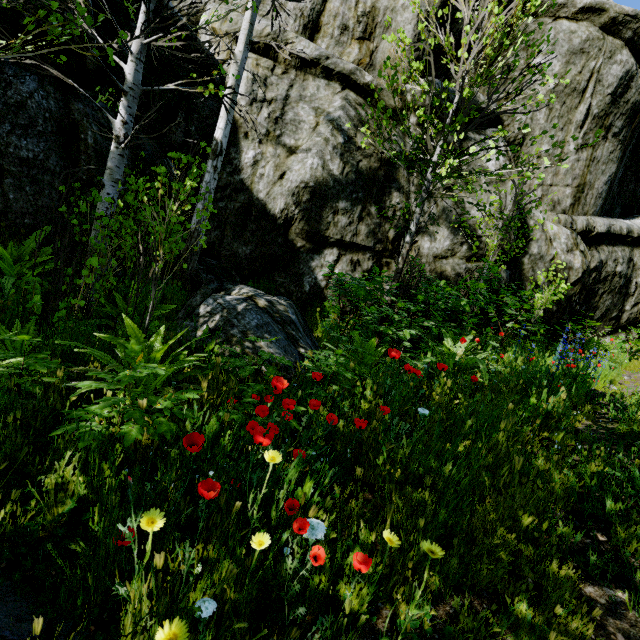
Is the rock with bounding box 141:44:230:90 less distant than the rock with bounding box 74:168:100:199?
No

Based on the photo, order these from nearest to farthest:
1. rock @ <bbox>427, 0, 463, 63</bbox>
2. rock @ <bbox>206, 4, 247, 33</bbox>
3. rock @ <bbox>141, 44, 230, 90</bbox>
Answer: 1. rock @ <bbox>141, 44, 230, 90</bbox>
2. rock @ <bbox>206, 4, 247, 33</bbox>
3. rock @ <bbox>427, 0, 463, 63</bbox>

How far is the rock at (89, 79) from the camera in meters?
4.7 m

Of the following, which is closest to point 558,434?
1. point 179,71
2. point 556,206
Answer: point 179,71

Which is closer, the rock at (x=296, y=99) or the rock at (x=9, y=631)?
the rock at (x=9, y=631)

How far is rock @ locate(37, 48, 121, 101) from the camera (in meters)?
4.66
